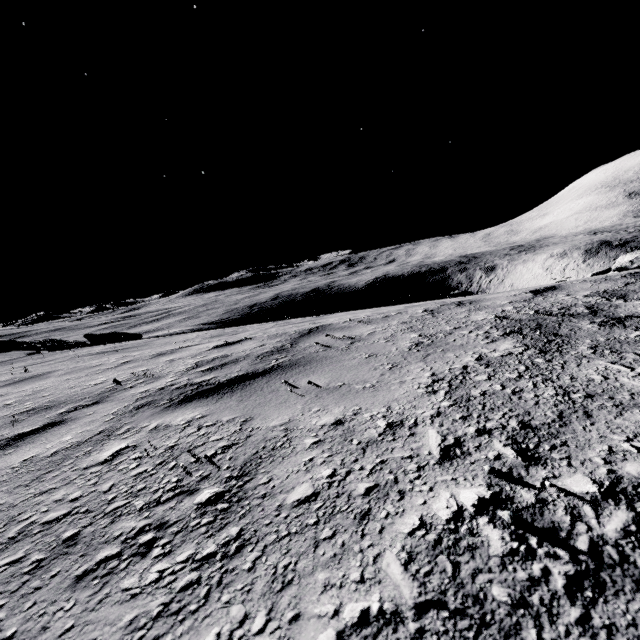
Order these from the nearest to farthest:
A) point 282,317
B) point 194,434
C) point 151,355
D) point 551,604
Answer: point 551,604 < point 194,434 < point 151,355 < point 282,317
